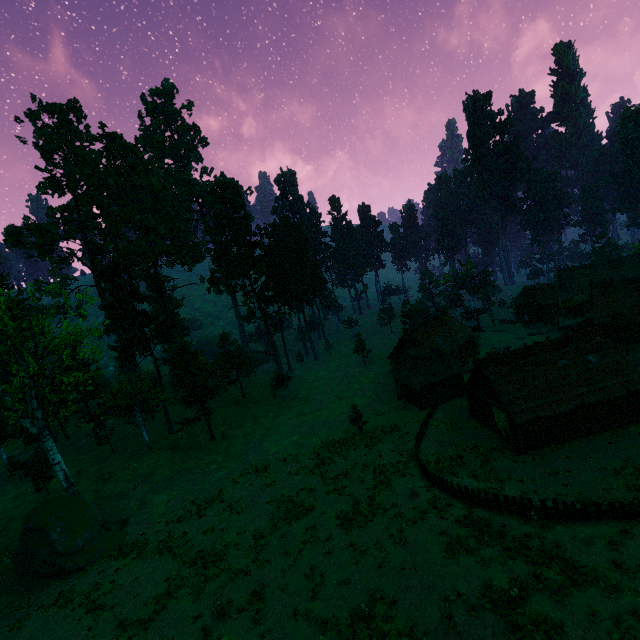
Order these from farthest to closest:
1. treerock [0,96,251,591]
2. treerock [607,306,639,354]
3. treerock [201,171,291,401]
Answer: treerock [201,171,291,401], treerock [607,306,639,354], treerock [0,96,251,591]

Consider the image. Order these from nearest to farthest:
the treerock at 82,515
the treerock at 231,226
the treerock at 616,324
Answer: the treerock at 82,515 → the treerock at 616,324 → the treerock at 231,226

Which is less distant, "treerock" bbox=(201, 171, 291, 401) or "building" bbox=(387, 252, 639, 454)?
"building" bbox=(387, 252, 639, 454)

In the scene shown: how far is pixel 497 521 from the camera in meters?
19.6

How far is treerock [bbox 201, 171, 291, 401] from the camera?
50.3 meters

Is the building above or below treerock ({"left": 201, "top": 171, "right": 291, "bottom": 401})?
below

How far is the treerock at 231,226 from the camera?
50.3 meters

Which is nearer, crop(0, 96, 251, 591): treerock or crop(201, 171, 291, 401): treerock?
crop(0, 96, 251, 591): treerock
